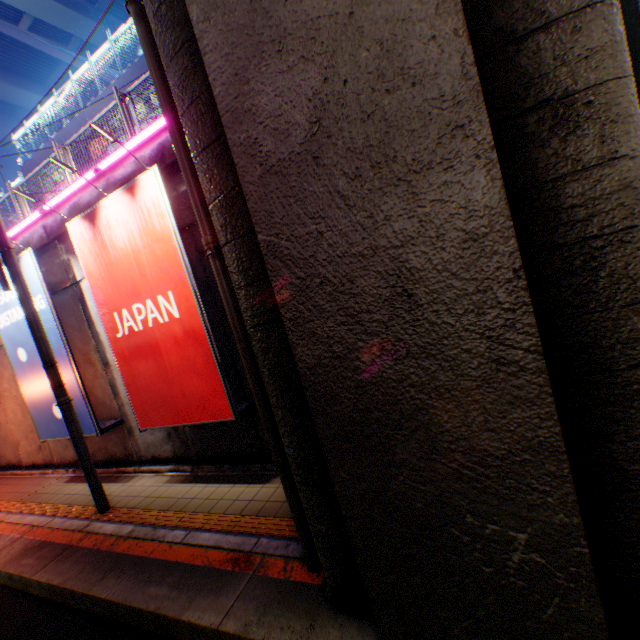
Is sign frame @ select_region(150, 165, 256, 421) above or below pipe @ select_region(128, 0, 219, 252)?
below

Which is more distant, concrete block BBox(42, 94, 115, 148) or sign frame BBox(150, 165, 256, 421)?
concrete block BBox(42, 94, 115, 148)

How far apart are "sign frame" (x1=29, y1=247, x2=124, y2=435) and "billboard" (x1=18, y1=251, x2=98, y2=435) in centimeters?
0cm

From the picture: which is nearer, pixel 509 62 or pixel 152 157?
pixel 509 62

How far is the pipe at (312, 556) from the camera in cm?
360

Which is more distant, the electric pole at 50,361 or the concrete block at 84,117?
the concrete block at 84,117

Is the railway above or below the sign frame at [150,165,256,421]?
below

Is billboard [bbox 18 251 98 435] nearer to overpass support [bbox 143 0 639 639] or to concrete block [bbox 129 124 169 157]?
concrete block [bbox 129 124 169 157]
